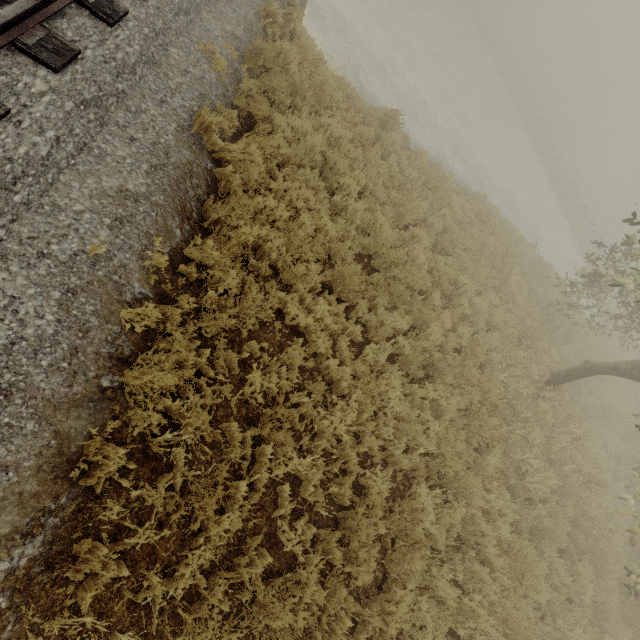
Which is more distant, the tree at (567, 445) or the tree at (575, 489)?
the tree at (575, 489)

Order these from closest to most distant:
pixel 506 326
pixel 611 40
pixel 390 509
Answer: pixel 390 509
pixel 506 326
pixel 611 40

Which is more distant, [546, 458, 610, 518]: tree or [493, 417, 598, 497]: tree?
[546, 458, 610, 518]: tree

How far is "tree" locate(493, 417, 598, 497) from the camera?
6.6m

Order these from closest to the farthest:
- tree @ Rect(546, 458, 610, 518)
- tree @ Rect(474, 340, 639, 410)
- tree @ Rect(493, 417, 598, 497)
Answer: tree @ Rect(493, 417, 598, 497)
tree @ Rect(474, 340, 639, 410)
tree @ Rect(546, 458, 610, 518)
